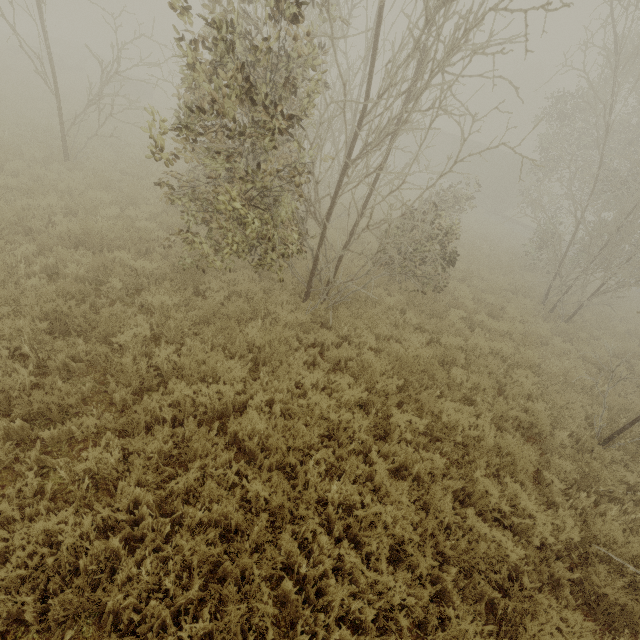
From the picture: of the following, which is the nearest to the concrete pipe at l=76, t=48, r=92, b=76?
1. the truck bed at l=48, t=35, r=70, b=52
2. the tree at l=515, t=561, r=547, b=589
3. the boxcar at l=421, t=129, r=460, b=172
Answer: the truck bed at l=48, t=35, r=70, b=52

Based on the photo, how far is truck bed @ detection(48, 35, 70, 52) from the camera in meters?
36.5

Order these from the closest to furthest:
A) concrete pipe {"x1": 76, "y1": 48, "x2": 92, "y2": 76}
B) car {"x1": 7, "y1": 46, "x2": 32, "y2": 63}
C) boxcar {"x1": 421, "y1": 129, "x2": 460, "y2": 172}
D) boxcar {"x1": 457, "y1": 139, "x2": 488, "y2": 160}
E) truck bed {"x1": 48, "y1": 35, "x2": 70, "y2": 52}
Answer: car {"x1": 7, "y1": 46, "x2": 32, "y2": 63} < concrete pipe {"x1": 76, "y1": 48, "x2": 92, "y2": 76} < boxcar {"x1": 457, "y1": 139, "x2": 488, "y2": 160} < boxcar {"x1": 421, "y1": 129, "x2": 460, "y2": 172} < truck bed {"x1": 48, "y1": 35, "x2": 70, "y2": 52}

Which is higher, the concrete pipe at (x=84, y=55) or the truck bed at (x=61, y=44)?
the concrete pipe at (x=84, y=55)

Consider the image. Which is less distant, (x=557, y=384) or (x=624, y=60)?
(x=557, y=384)

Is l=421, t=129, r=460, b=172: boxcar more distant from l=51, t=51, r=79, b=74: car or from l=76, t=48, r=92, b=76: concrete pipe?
l=51, t=51, r=79, b=74: car

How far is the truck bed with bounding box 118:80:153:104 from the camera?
24.67m

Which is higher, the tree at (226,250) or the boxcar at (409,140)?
the boxcar at (409,140)
